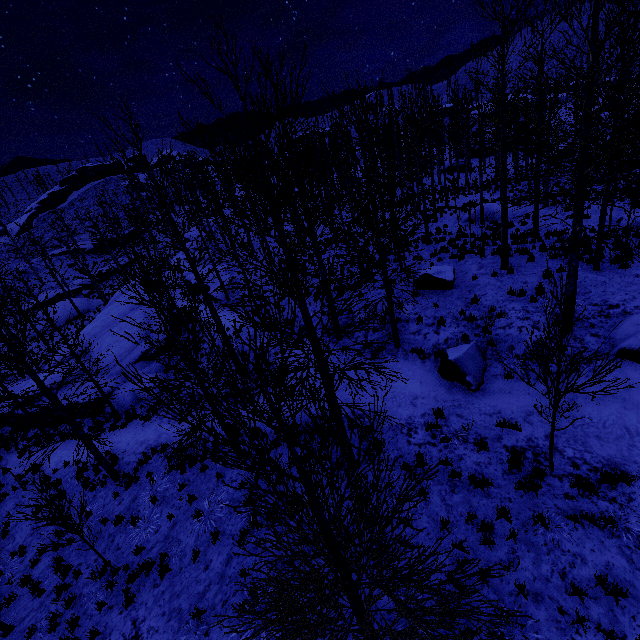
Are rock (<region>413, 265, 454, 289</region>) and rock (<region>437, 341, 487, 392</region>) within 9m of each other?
yes

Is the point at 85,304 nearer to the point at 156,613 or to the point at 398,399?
the point at 156,613

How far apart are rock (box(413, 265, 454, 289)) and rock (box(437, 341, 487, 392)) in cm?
364

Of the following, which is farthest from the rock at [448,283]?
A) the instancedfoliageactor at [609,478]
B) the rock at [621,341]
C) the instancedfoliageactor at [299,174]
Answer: the instancedfoliageactor at [609,478]

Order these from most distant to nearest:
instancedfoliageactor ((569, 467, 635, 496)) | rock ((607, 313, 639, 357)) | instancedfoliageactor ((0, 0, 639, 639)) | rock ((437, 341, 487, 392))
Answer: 1. rock ((437, 341, 487, 392))
2. rock ((607, 313, 639, 357))
3. instancedfoliageactor ((569, 467, 635, 496))
4. instancedfoliageactor ((0, 0, 639, 639))

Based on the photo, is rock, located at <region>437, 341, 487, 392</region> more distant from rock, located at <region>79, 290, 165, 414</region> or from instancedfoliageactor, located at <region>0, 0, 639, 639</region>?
rock, located at <region>79, 290, 165, 414</region>

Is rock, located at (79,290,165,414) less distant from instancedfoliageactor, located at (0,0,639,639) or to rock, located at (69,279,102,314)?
rock, located at (69,279,102,314)

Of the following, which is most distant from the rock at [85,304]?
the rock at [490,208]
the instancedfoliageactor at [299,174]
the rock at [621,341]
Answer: the rock at [621,341]
